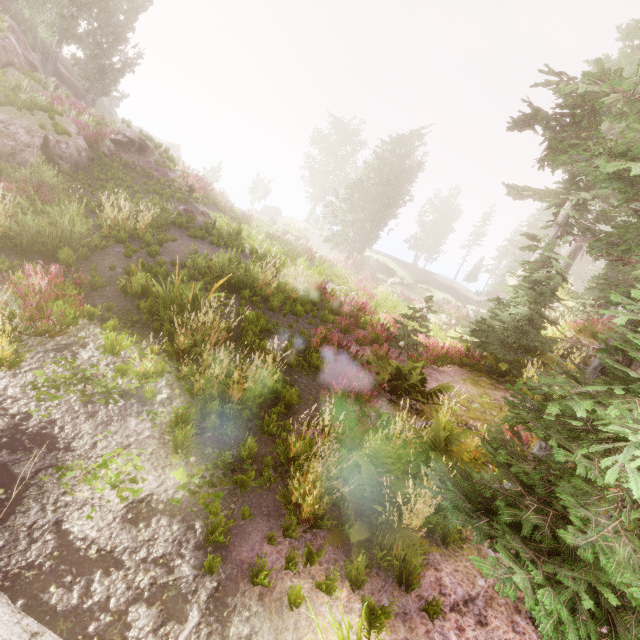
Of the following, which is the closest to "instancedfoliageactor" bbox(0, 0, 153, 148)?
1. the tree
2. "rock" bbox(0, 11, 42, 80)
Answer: "rock" bbox(0, 11, 42, 80)

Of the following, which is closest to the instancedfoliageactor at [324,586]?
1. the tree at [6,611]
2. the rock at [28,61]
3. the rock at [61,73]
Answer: the rock at [28,61]

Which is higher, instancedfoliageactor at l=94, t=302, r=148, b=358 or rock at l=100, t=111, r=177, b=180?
rock at l=100, t=111, r=177, b=180

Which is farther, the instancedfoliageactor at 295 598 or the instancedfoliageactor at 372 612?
the instancedfoliageactor at 295 598

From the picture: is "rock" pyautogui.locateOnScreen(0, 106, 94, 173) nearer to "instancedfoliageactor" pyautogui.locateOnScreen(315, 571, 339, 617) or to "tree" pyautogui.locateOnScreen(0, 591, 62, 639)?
"instancedfoliageactor" pyautogui.locateOnScreen(315, 571, 339, 617)

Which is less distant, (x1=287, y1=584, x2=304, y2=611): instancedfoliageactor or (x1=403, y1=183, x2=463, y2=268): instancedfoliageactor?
(x1=287, y1=584, x2=304, y2=611): instancedfoliageactor

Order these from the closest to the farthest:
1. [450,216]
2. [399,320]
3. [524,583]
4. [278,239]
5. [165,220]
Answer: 1. [524,583]
2. [399,320]
3. [165,220]
4. [278,239]
5. [450,216]

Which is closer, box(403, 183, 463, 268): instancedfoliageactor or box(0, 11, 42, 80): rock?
box(0, 11, 42, 80): rock
